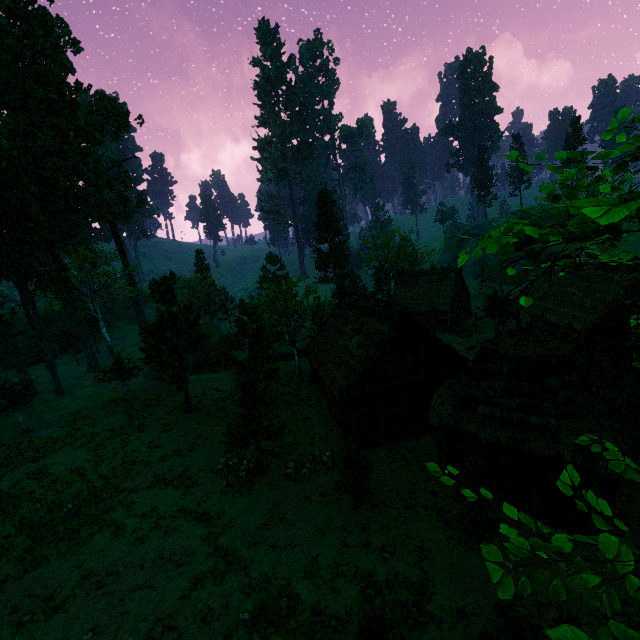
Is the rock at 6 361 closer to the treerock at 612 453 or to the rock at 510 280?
the treerock at 612 453

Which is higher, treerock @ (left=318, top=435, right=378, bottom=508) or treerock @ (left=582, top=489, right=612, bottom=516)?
treerock @ (left=582, top=489, right=612, bottom=516)

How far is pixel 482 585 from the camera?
11.0 meters

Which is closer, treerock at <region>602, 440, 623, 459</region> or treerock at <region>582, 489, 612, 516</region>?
treerock at <region>582, 489, 612, 516</region>

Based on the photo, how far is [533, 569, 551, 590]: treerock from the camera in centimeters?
334cm

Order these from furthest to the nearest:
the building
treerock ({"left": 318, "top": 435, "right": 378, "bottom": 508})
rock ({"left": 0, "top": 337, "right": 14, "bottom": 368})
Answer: rock ({"left": 0, "top": 337, "right": 14, "bottom": 368}) → treerock ({"left": 318, "top": 435, "right": 378, "bottom": 508}) → the building

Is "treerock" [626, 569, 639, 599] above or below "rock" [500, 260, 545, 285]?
above

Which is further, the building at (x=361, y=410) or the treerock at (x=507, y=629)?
the building at (x=361, y=410)
